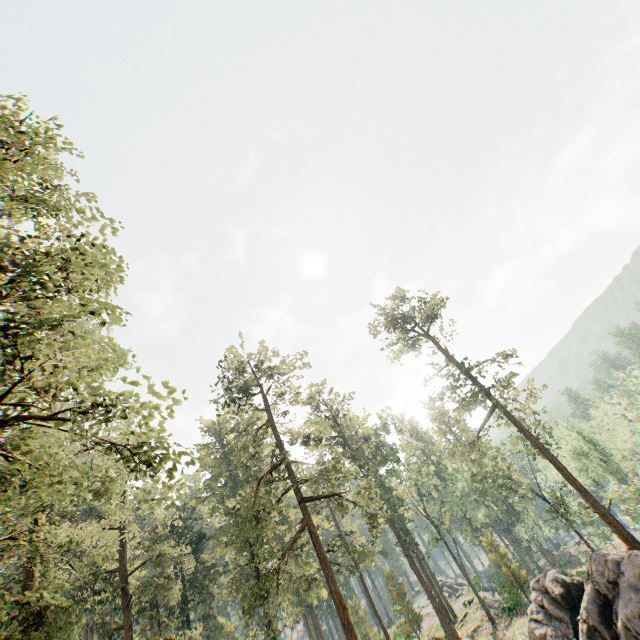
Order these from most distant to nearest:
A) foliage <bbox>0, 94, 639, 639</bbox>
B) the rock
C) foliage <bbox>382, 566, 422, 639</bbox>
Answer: foliage <bbox>382, 566, 422, 639</bbox> < the rock < foliage <bbox>0, 94, 639, 639</bbox>

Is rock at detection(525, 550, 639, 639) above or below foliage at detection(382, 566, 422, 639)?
below

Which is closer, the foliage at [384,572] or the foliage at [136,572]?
the foliage at [136,572]

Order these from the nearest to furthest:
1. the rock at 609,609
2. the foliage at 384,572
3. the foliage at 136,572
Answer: the foliage at 136,572 < the rock at 609,609 < the foliage at 384,572

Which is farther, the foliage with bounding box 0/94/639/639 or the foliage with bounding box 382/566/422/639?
→ the foliage with bounding box 382/566/422/639

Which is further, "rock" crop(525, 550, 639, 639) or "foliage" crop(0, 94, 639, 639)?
"rock" crop(525, 550, 639, 639)

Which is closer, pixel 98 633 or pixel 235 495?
pixel 98 633
